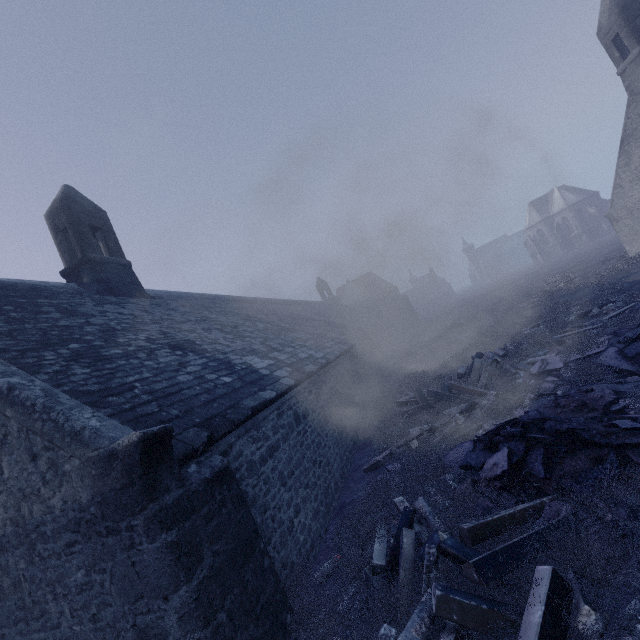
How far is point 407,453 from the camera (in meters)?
6.86

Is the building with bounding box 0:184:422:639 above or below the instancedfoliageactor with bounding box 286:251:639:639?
above

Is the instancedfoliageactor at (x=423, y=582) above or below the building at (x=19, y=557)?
below
